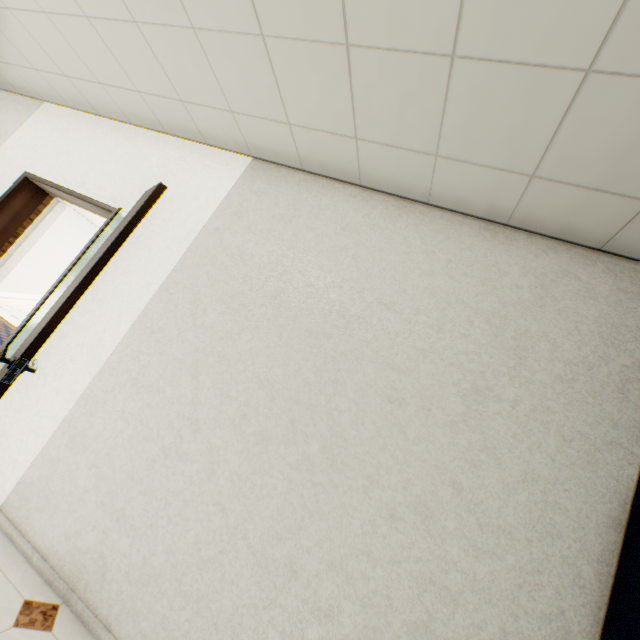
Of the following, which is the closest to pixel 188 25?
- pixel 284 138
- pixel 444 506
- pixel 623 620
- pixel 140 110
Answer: pixel 284 138
